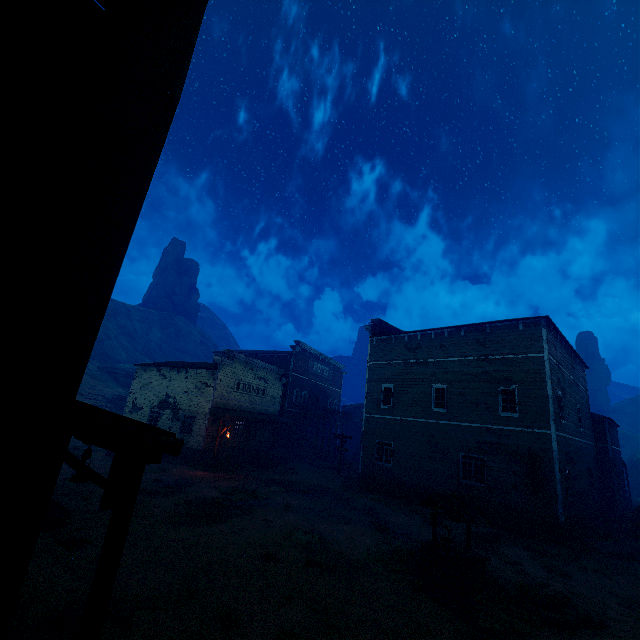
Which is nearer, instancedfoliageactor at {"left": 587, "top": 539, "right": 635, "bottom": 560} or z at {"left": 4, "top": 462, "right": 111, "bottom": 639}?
z at {"left": 4, "top": 462, "right": 111, "bottom": 639}

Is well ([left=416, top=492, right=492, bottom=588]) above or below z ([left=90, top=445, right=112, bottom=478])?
above

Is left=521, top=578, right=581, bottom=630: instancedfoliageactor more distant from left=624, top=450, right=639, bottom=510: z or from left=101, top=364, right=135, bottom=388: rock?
left=101, top=364, right=135, bottom=388: rock

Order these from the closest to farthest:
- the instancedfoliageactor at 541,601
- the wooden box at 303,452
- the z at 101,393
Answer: the instancedfoliageactor at 541,601, the wooden box at 303,452, the z at 101,393

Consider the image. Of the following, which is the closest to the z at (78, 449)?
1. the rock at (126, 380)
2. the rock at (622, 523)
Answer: the rock at (622, 523)

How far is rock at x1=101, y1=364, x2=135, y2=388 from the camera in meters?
50.3

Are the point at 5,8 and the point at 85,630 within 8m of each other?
yes

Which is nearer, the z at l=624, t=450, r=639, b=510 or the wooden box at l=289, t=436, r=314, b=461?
the wooden box at l=289, t=436, r=314, b=461
